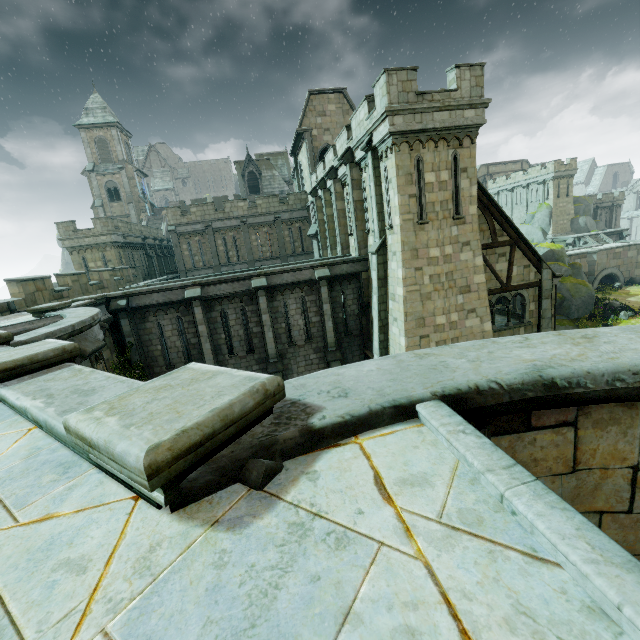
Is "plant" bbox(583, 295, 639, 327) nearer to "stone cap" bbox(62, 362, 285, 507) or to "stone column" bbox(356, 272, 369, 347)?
"stone column" bbox(356, 272, 369, 347)

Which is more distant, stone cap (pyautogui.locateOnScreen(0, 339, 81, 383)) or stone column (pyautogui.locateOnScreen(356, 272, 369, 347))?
stone column (pyautogui.locateOnScreen(356, 272, 369, 347))

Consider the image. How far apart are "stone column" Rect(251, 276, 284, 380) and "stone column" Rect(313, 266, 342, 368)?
2.33m

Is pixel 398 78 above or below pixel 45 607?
above

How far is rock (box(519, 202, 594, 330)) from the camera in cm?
3059

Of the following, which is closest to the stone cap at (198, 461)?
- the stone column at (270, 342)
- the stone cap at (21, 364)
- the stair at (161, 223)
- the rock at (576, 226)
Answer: the stone cap at (21, 364)

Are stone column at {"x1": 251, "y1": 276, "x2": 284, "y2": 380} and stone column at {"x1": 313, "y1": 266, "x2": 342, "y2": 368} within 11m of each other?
yes

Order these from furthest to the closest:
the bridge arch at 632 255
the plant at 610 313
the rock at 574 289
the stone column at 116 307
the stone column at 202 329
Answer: the bridge arch at 632 255
the rock at 574 289
the plant at 610 313
the stone column at 202 329
the stone column at 116 307
